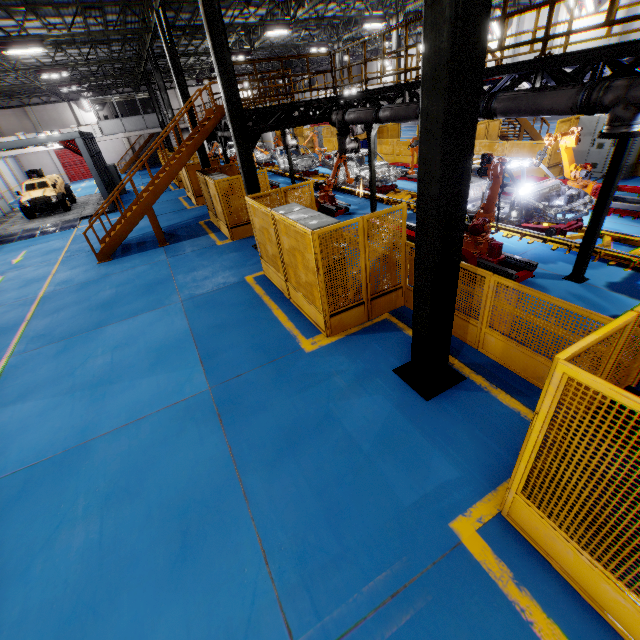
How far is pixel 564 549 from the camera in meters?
2.9

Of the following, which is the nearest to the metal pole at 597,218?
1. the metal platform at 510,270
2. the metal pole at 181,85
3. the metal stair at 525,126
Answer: the metal platform at 510,270

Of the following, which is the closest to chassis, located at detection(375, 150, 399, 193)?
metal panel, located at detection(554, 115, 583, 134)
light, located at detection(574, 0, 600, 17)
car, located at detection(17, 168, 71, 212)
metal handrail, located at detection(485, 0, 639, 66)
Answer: metal handrail, located at detection(485, 0, 639, 66)

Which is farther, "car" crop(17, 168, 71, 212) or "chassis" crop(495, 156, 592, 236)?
"car" crop(17, 168, 71, 212)

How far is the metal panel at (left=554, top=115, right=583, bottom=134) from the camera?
12.8 meters

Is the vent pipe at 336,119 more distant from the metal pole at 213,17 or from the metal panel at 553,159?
the metal pole at 213,17

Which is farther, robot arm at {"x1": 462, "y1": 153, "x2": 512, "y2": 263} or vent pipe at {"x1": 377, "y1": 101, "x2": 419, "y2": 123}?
vent pipe at {"x1": 377, "y1": 101, "x2": 419, "y2": 123}

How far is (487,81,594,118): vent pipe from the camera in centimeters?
559cm
